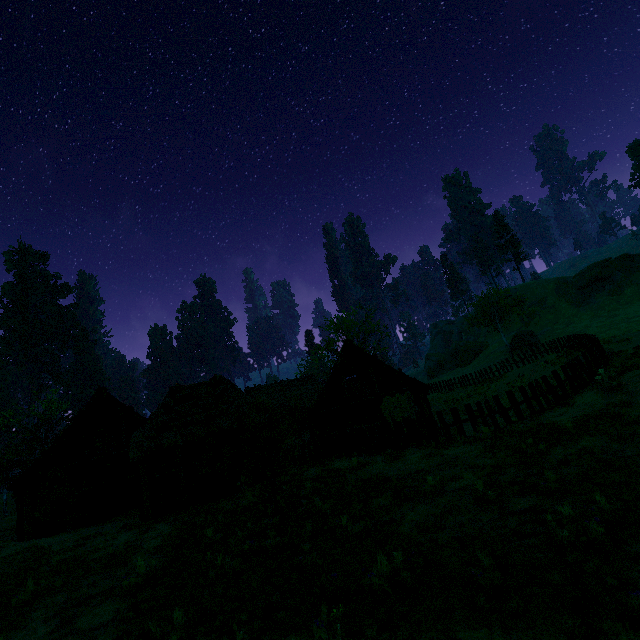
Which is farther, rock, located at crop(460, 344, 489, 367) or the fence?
rock, located at crop(460, 344, 489, 367)

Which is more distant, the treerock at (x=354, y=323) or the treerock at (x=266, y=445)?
the treerock at (x=354, y=323)

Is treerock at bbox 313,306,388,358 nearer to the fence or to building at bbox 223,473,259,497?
building at bbox 223,473,259,497

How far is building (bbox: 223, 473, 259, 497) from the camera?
15.0m

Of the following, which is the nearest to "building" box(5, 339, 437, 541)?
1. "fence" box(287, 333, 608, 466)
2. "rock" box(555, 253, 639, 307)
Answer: "fence" box(287, 333, 608, 466)

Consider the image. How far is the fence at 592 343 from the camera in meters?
13.5 m

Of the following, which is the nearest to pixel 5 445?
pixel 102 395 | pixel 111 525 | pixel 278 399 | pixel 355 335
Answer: pixel 278 399

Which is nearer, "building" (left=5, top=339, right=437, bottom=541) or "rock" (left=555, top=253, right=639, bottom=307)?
"building" (left=5, top=339, right=437, bottom=541)
